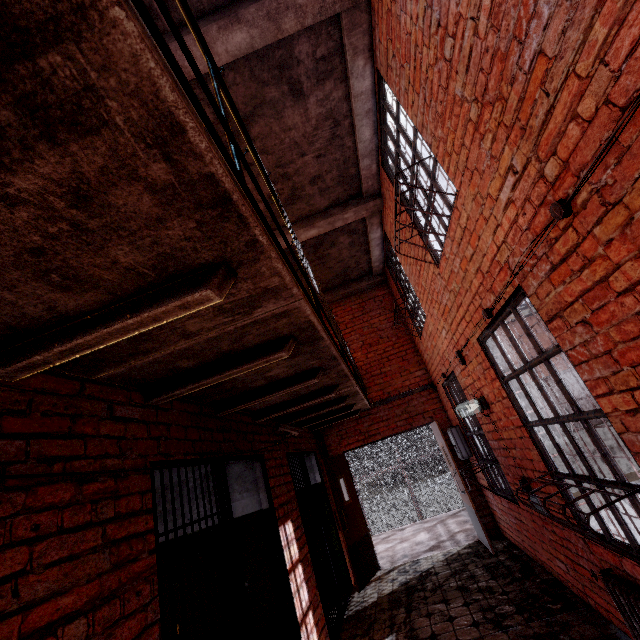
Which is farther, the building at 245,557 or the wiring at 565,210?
the building at 245,557

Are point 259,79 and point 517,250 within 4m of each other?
yes

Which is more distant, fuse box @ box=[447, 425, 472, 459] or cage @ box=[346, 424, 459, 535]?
cage @ box=[346, 424, 459, 535]

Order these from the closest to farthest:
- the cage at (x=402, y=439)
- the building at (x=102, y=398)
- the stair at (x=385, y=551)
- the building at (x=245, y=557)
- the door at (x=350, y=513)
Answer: the building at (x=102, y=398)
the building at (x=245, y=557)
the door at (x=350, y=513)
the stair at (x=385, y=551)
the cage at (x=402, y=439)

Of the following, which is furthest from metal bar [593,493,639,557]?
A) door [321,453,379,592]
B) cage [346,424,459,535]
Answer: cage [346,424,459,535]

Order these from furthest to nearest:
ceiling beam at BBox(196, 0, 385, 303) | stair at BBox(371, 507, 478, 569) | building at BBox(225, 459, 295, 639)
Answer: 1. stair at BBox(371, 507, 478, 569)
2. building at BBox(225, 459, 295, 639)
3. ceiling beam at BBox(196, 0, 385, 303)

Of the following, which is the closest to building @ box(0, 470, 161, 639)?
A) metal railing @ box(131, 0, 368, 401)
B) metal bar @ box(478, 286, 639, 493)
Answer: metal bar @ box(478, 286, 639, 493)

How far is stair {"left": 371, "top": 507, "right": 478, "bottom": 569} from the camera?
6.3 meters
